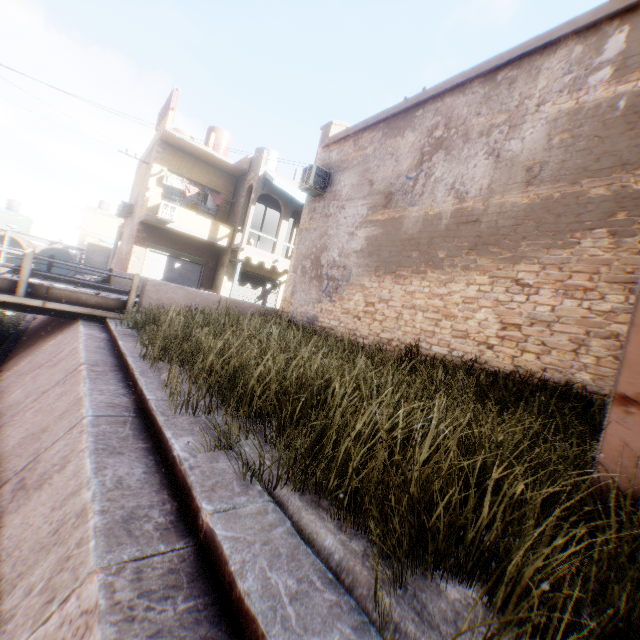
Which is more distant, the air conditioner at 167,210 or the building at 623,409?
the air conditioner at 167,210

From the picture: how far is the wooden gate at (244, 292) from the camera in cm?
2070

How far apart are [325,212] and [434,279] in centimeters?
552cm

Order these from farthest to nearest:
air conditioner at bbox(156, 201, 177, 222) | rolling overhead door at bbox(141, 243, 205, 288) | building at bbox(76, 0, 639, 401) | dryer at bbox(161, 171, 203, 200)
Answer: rolling overhead door at bbox(141, 243, 205, 288)
dryer at bbox(161, 171, 203, 200)
air conditioner at bbox(156, 201, 177, 222)
building at bbox(76, 0, 639, 401)

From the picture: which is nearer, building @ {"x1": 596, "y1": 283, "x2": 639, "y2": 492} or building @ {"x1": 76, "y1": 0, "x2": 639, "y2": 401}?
building @ {"x1": 596, "y1": 283, "x2": 639, "y2": 492}

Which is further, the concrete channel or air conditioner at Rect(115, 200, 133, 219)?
air conditioner at Rect(115, 200, 133, 219)

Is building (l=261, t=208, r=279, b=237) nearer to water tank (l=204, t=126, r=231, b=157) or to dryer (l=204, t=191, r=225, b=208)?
dryer (l=204, t=191, r=225, b=208)

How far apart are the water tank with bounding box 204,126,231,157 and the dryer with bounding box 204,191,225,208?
3.0m
